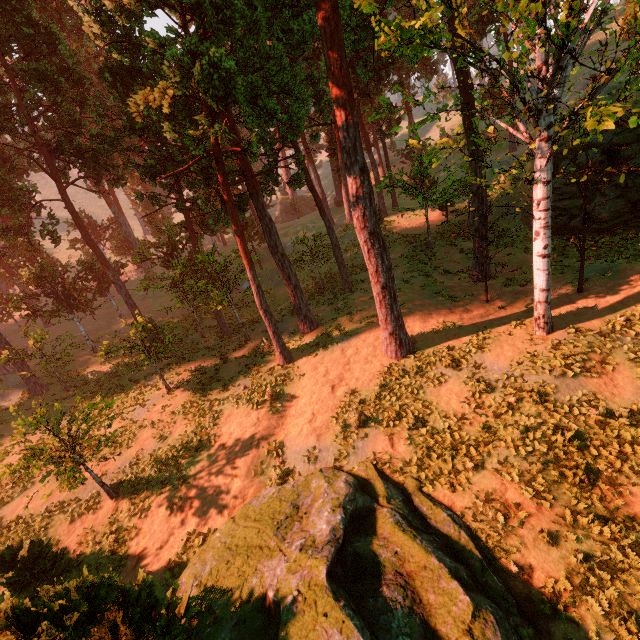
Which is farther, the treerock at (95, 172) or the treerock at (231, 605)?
the treerock at (95, 172)

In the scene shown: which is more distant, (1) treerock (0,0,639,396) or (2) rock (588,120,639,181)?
(2) rock (588,120,639,181)

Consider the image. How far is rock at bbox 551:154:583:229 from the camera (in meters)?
21.62

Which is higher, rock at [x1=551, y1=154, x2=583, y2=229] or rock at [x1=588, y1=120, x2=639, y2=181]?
rock at [x1=588, y1=120, x2=639, y2=181]

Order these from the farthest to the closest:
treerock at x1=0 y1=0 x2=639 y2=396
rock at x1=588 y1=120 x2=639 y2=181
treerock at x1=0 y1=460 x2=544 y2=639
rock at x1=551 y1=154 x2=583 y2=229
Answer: rock at x1=551 y1=154 x2=583 y2=229
rock at x1=588 y1=120 x2=639 y2=181
treerock at x1=0 y1=0 x2=639 y2=396
treerock at x1=0 y1=460 x2=544 y2=639

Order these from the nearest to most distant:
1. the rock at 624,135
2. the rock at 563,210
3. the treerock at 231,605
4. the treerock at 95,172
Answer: the treerock at 231,605 → the treerock at 95,172 → the rock at 624,135 → the rock at 563,210

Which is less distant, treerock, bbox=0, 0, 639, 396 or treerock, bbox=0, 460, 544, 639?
treerock, bbox=0, 460, 544, 639

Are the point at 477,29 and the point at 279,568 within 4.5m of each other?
no
